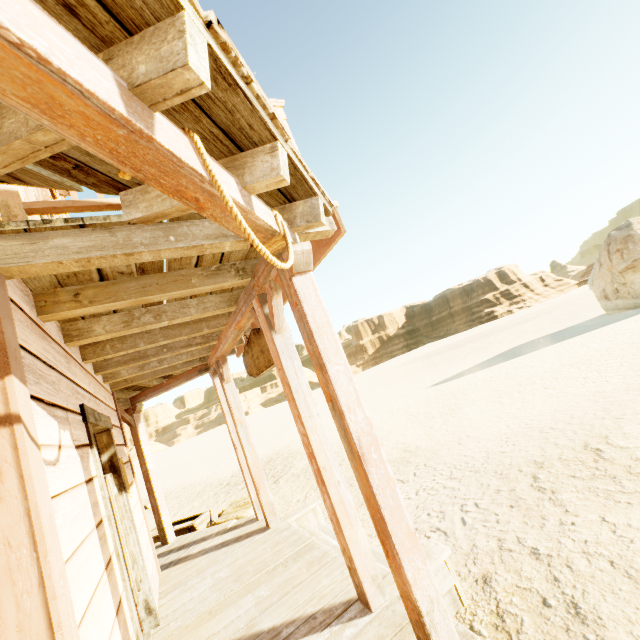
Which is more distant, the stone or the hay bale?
the stone

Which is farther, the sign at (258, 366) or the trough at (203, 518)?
the trough at (203, 518)

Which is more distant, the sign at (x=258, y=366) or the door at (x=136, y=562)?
the sign at (x=258, y=366)

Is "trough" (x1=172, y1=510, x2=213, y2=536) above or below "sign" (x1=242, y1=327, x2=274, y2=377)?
below

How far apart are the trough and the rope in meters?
6.5 m

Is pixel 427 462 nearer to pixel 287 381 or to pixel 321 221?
pixel 287 381

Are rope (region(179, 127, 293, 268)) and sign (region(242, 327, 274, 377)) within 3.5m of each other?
yes

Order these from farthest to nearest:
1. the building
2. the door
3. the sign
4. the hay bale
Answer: the hay bale
the sign
the door
the building
